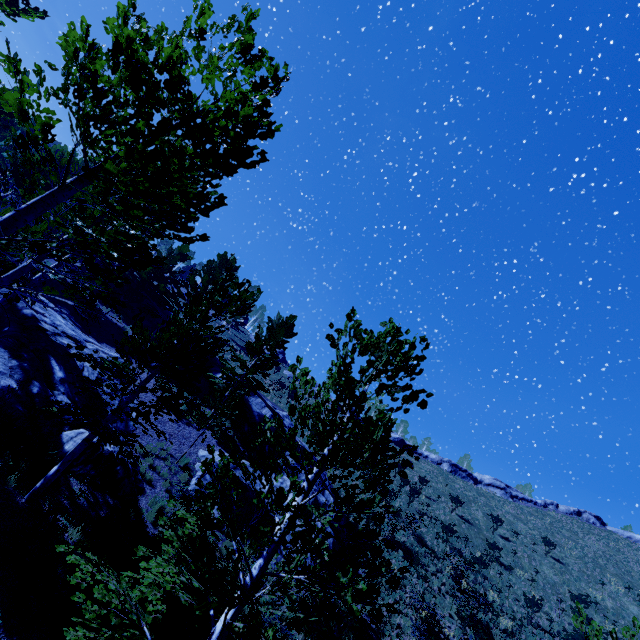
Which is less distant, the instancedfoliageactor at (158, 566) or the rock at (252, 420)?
the instancedfoliageactor at (158, 566)

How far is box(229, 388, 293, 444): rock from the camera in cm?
2189

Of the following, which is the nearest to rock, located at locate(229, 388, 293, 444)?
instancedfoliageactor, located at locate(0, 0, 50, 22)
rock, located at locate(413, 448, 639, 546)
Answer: instancedfoliageactor, located at locate(0, 0, 50, 22)

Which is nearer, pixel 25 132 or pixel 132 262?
pixel 132 262

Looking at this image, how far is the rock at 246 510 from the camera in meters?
14.3

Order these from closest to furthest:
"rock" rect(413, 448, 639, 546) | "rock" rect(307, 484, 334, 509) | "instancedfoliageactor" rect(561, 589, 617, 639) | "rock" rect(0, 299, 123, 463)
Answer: "instancedfoliageactor" rect(561, 589, 617, 639)
"rock" rect(0, 299, 123, 463)
"rock" rect(307, 484, 334, 509)
"rock" rect(413, 448, 639, 546)

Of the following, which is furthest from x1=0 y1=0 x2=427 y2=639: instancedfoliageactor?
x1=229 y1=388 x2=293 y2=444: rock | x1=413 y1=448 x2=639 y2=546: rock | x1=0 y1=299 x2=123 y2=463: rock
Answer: x1=413 y1=448 x2=639 y2=546: rock

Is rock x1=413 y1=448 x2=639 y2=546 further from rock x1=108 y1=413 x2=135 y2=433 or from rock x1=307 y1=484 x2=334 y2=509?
rock x1=108 y1=413 x2=135 y2=433
